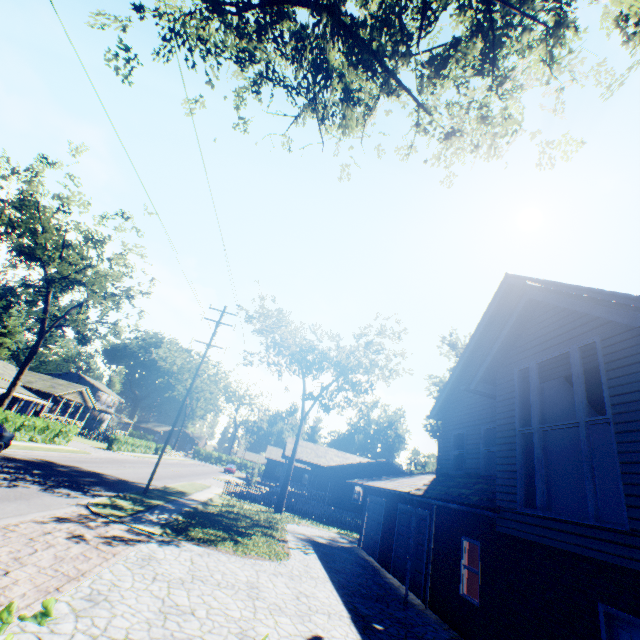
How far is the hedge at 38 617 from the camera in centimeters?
126cm

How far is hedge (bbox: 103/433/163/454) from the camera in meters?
39.9 m

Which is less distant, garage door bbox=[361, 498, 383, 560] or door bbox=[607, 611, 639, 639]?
door bbox=[607, 611, 639, 639]

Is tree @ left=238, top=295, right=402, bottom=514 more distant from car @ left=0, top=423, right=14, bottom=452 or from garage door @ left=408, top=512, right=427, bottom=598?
car @ left=0, top=423, right=14, bottom=452

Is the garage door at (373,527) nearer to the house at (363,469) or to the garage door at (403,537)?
the garage door at (403,537)

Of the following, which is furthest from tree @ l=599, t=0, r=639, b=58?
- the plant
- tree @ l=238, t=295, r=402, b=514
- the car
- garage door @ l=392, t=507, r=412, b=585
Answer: tree @ l=238, t=295, r=402, b=514

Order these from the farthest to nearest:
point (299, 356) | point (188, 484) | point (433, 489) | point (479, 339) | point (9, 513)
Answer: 1. point (299, 356)
2. point (188, 484)
3. point (479, 339)
4. point (433, 489)
5. point (9, 513)

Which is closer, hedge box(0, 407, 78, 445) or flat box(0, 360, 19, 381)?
hedge box(0, 407, 78, 445)
